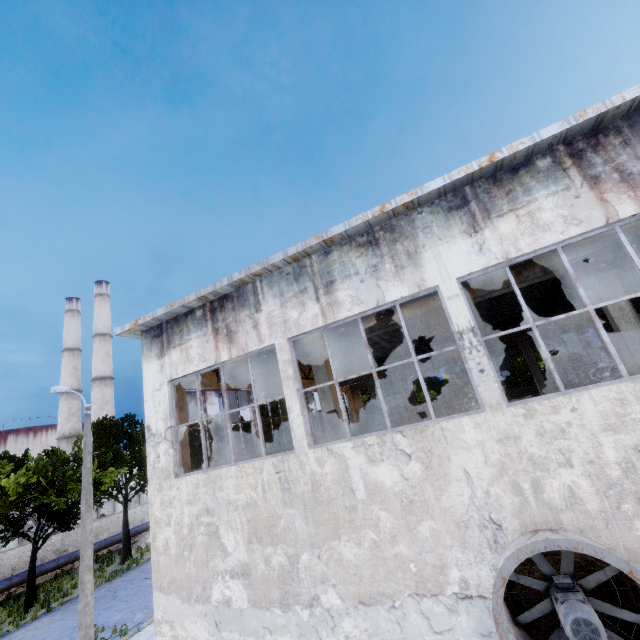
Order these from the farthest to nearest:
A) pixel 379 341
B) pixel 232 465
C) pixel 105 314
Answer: pixel 105 314 < pixel 379 341 < pixel 232 465

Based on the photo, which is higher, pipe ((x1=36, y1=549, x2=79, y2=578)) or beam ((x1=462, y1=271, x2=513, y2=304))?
beam ((x1=462, y1=271, x2=513, y2=304))

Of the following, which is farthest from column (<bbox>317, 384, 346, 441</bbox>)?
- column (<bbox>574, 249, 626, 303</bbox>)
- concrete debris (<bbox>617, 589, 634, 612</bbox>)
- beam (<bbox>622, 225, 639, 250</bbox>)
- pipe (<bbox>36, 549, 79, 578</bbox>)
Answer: pipe (<bbox>36, 549, 79, 578</bbox>)

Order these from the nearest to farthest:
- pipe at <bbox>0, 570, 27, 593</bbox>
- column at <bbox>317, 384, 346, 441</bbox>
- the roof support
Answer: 1. column at <bbox>317, 384, 346, 441</bbox>
2. the roof support
3. pipe at <bbox>0, 570, 27, 593</bbox>

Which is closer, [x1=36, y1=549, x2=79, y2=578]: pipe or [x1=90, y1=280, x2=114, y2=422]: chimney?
[x1=36, y1=549, x2=79, y2=578]: pipe

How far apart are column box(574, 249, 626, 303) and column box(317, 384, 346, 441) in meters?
7.5

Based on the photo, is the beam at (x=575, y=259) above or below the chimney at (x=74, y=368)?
below

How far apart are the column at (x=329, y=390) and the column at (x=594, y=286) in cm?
745
